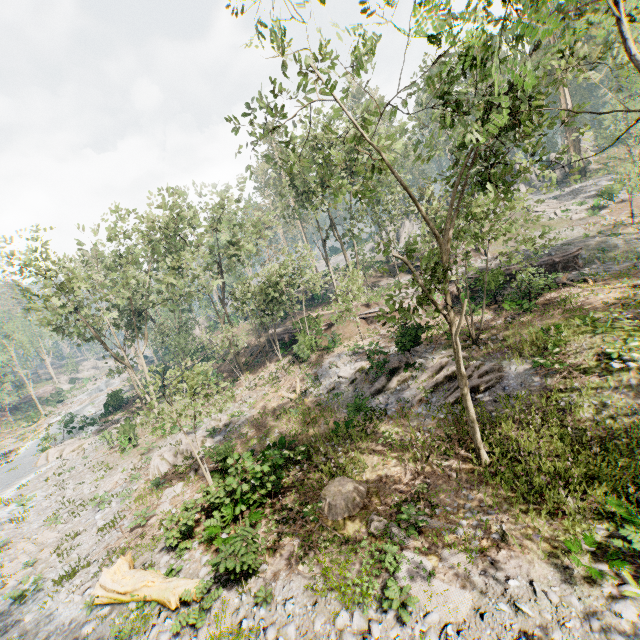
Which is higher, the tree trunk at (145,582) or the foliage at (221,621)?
the tree trunk at (145,582)

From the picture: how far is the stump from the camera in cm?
1122

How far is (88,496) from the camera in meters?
20.0

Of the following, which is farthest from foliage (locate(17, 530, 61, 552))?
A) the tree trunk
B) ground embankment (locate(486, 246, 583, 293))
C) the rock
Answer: the rock

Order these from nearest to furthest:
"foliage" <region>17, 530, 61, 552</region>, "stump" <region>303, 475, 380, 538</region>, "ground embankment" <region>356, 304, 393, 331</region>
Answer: "stump" <region>303, 475, 380, 538</region> → "foliage" <region>17, 530, 61, 552</region> → "ground embankment" <region>356, 304, 393, 331</region>

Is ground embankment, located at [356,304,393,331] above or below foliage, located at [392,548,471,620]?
above

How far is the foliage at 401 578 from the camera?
7.9 meters

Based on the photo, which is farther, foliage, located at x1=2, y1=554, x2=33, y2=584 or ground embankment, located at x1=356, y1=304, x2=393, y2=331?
ground embankment, located at x1=356, y1=304, x2=393, y2=331
